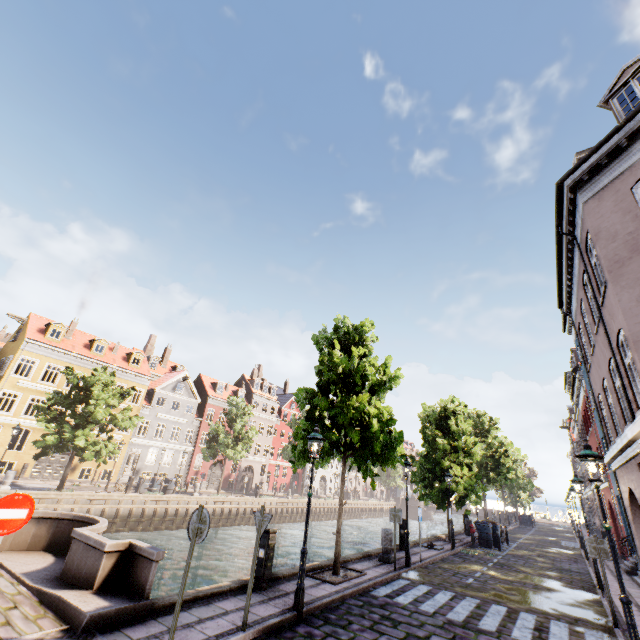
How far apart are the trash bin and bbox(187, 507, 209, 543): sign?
21.3m

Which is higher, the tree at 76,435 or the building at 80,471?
the tree at 76,435

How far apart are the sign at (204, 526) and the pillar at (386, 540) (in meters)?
9.87

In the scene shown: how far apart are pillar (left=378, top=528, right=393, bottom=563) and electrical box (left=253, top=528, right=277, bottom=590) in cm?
620

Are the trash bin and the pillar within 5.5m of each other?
no

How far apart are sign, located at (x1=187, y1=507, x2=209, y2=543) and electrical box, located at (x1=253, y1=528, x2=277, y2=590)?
3.5m

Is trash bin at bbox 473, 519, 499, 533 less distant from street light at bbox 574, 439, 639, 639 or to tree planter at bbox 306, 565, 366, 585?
street light at bbox 574, 439, 639, 639

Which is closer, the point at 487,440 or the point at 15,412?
the point at 15,412
